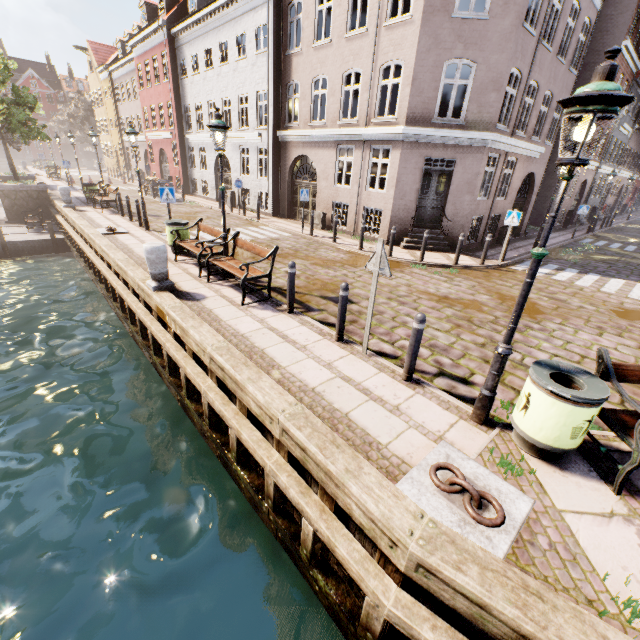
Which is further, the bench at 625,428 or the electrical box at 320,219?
the electrical box at 320,219

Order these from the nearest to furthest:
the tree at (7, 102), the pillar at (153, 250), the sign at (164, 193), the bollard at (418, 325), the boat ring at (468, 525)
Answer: the boat ring at (468, 525) < the bollard at (418, 325) < the pillar at (153, 250) < the sign at (164, 193) < the tree at (7, 102)

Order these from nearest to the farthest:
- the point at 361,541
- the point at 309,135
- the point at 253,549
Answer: the point at 361,541 → the point at 253,549 → the point at 309,135

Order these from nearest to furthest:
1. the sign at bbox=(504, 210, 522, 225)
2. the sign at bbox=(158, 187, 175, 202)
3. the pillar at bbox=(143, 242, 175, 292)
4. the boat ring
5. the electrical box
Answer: the boat ring, the pillar at bbox=(143, 242, 175, 292), the sign at bbox=(158, 187, 175, 202), the sign at bbox=(504, 210, 522, 225), the electrical box

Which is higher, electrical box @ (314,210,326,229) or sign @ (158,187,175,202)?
sign @ (158,187,175,202)

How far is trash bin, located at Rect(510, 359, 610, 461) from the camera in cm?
327

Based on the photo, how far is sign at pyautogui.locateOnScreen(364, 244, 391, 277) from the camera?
4.8 meters

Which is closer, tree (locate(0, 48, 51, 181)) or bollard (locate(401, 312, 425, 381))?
bollard (locate(401, 312, 425, 381))
